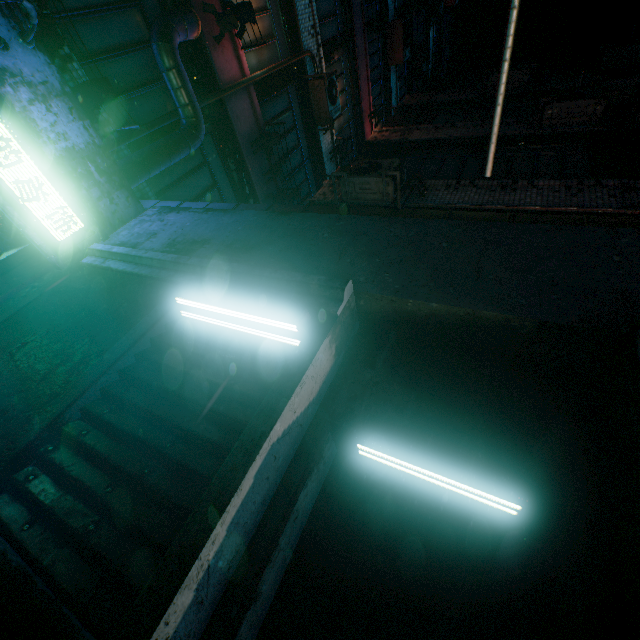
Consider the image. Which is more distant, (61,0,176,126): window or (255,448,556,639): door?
(61,0,176,126): window

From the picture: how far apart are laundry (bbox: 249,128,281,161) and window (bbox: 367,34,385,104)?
6.15m

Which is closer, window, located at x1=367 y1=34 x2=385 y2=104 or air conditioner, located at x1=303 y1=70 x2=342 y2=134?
air conditioner, located at x1=303 y1=70 x2=342 y2=134

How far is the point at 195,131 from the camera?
4.7 meters

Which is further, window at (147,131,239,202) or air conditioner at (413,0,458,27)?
air conditioner at (413,0,458,27)

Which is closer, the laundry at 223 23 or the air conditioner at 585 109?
the laundry at 223 23

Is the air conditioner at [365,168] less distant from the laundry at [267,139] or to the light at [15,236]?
the laundry at [267,139]

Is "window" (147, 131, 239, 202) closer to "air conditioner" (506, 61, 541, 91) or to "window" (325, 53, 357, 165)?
"window" (325, 53, 357, 165)
